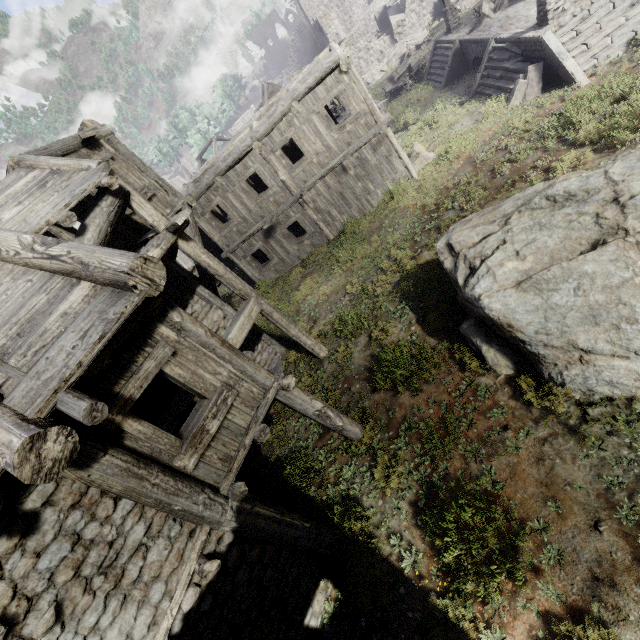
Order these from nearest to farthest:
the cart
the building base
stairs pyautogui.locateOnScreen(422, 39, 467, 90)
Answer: the building base → stairs pyautogui.locateOnScreen(422, 39, 467, 90) → the cart

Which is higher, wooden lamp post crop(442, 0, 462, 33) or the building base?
wooden lamp post crop(442, 0, 462, 33)

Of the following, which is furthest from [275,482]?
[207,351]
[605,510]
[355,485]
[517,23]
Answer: [517,23]

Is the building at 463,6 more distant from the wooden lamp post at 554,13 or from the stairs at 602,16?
the wooden lamp post at 554,13

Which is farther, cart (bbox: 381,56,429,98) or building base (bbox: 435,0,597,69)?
cart (bbox: 381,56,429,98)

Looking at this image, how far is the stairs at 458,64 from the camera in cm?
1795

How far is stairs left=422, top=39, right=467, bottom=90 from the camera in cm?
1795

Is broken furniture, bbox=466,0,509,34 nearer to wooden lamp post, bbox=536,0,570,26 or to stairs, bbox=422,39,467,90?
stairs, bbox=422,39,467,90
